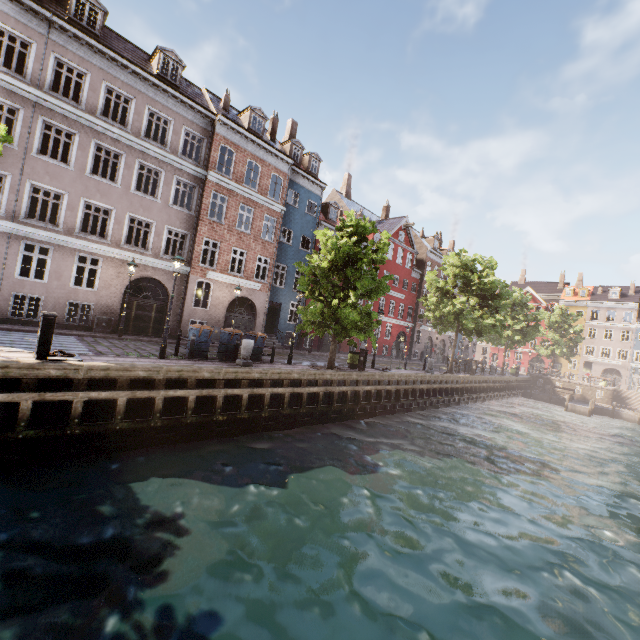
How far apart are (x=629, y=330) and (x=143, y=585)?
68.3 meters

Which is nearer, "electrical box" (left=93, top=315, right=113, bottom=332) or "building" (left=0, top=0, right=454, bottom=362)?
"building" (left=0, top=0, right=454, bottom=362)

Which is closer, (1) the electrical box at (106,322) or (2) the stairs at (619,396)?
(1) the electrical box at (106,322)

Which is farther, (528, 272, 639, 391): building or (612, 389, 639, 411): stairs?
(528, 272, 639, 391): building

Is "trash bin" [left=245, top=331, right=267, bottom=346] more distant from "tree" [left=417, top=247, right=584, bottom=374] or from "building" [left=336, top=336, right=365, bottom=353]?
"building" [left=336, top=336, right=365, bottom=353]

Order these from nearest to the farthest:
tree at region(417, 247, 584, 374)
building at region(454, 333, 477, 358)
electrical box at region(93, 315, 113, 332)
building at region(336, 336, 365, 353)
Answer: electrical box at region(93, 315, 113, 332), tree at region(417, 247, 584, 374), building at region(336, 336, 365, 353), building at region(454, 333, 477, 358)

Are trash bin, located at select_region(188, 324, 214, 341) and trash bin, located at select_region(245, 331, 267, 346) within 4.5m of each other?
yes

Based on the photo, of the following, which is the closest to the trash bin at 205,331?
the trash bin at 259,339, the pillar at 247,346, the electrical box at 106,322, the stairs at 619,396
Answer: the pillar at 247,346
